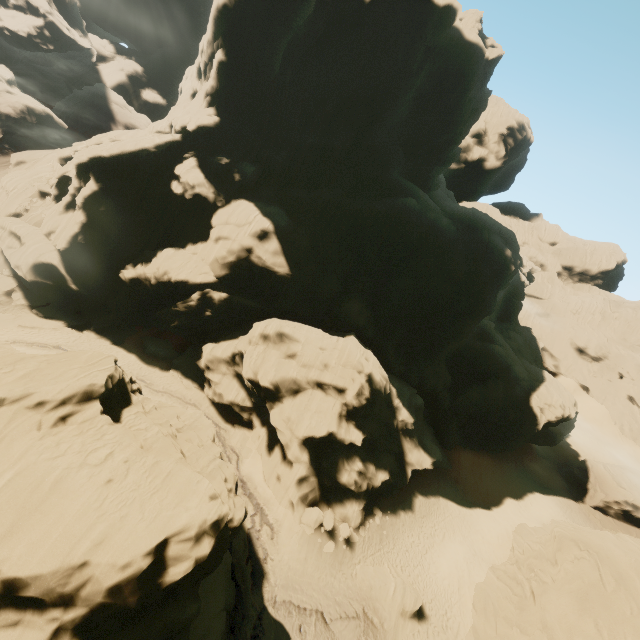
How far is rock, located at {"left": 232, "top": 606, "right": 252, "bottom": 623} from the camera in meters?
18.8

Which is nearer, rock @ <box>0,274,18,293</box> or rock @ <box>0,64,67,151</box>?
rock @ <box>0,274,18,293</box>

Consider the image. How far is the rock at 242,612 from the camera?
18.8 meters

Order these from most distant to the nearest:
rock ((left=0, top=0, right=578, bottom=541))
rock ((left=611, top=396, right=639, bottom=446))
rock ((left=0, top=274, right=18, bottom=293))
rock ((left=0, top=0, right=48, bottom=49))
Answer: rock ((left=0, top=0, right=48, bottom=49)), rock ((left=611, top=396, right=639, bottom=446)), rock ((left=0, top=274, right=18, bottom=293)), rock ((left=0, top=0, right=578, bottom=541))

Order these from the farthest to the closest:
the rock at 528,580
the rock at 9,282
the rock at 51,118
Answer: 1. the rock at 51,118
2. the rock at 9,282
3. the rock at 528,580

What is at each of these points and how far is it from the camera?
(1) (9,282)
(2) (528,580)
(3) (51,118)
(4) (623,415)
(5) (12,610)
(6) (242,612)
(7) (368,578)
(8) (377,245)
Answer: (1) rock, 34.34m
(2) rock, 25.53m
(3) rock, 57.19m
(4) rock, 59.69m
(5) rock, 10.11m
(6) rock, 19.25m
(7) rock, 23.83m
(8) rock, 40.59m
